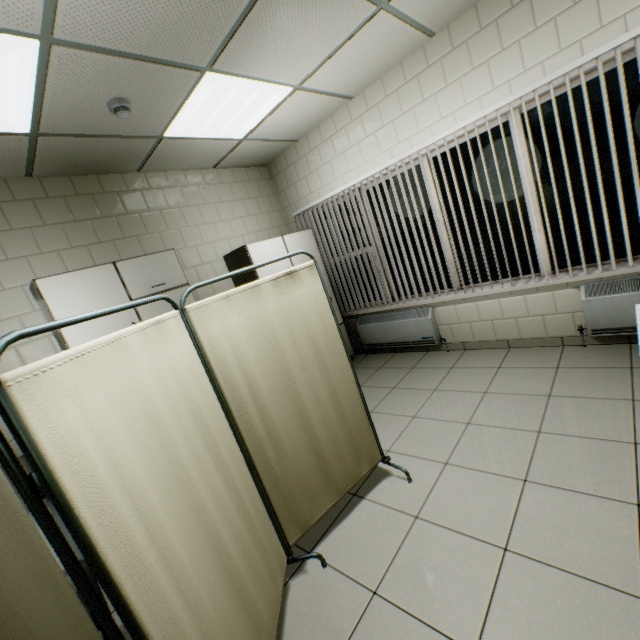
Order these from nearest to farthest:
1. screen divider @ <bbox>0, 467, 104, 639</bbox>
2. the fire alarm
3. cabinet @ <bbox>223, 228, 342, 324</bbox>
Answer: screen divider @ <bbox>0, 467, 104, 639</bbox>, the fire alarm, cabinet @ <bbox>223, 228, 342, 324</bbox>

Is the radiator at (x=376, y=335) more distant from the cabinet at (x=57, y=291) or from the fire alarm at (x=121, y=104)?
the fire alarm at (x=121, y=104)

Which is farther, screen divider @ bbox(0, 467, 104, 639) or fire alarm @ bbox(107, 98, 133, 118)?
fire alarm @ bbox(107, 98, 133, 118)

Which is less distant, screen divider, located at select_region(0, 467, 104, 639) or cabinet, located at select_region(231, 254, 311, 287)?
screen divider, located at select_region(0, 467, 104, 639)

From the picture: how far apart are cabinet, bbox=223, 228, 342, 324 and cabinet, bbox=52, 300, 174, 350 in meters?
0.7 m

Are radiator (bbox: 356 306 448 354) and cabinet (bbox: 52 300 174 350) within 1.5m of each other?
no

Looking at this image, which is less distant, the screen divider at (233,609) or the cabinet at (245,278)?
the screen divider at (233,609)

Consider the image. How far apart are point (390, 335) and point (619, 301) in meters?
2.4 m
